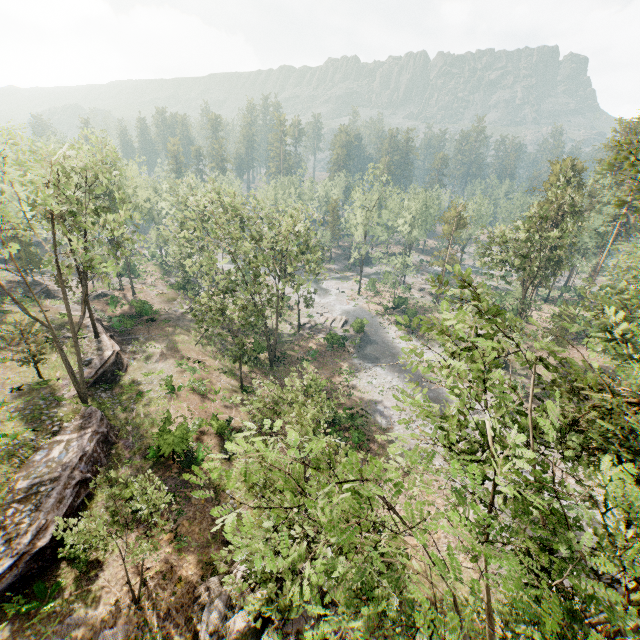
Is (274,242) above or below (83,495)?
above

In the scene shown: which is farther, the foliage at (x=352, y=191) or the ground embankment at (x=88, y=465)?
the foliage at (x=352, y=191)

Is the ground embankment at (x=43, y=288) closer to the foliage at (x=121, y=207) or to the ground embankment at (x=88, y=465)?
the foliage at (x=121, y=207)

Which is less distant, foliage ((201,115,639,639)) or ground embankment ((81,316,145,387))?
foliage ((201,115,639,639))

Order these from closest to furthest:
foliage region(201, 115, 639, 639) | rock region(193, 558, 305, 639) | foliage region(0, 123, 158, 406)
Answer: foliage region(201, 115, 639, 639) < rock region(193, 558, 305, 639) < foliage region(0, 123, 158, 406)

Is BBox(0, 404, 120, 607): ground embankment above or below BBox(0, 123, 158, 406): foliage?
below

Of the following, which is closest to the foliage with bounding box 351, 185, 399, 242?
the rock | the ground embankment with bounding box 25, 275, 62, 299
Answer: the ground embankment with bounding box 25, 275, 62, 299

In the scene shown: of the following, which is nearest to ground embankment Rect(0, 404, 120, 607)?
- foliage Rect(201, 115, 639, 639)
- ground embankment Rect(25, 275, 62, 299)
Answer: foliage Rect(201, 115, 639, 639)
